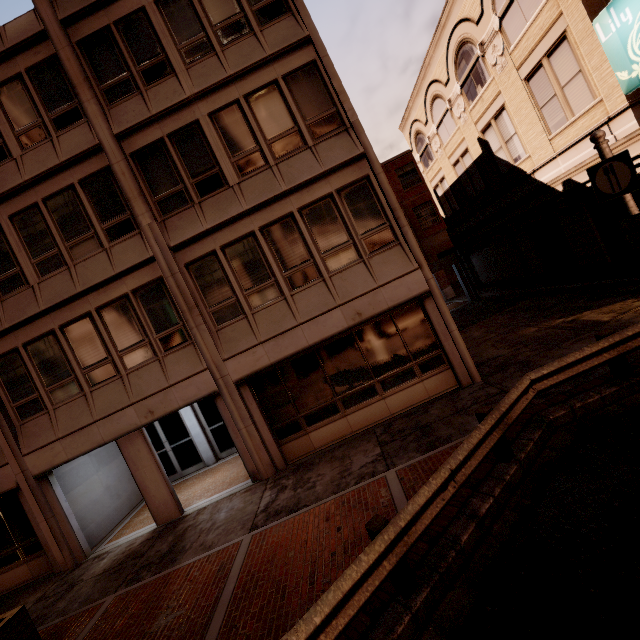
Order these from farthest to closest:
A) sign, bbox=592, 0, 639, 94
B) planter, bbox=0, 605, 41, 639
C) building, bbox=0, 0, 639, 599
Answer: building, bbox=0, 0, 639, 599, sign, bbox=592, 0, 639, 94, planter, bbox=0, 605, 41, 639

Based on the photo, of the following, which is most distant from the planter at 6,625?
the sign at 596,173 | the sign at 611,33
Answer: the sign at 611,33

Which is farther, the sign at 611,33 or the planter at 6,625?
the sign at 611,33

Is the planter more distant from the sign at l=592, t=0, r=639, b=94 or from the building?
the sign at l=592, t=0, r=639, b=94

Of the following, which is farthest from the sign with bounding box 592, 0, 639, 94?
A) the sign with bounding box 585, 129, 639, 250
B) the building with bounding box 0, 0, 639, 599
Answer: the sign with bounding box 585, 129, 639, 250

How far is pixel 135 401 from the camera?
9.8 meters

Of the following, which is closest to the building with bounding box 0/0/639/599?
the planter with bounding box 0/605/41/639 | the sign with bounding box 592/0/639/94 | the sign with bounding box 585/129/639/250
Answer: the sign with bounding box 592/0/639/94
